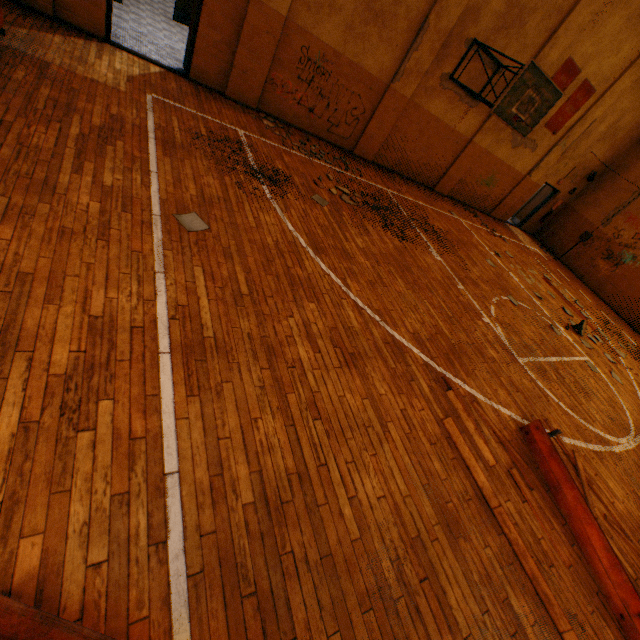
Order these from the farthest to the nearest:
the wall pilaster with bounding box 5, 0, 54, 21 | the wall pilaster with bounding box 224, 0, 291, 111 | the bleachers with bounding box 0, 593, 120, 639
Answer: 1. the wall pilaster with bounding box 224, 0, 291, 111
2. the wall pilaster with bounding box 5, 0, 54, 21
3. the bleachers with bounding box 0, 593, 120, 639

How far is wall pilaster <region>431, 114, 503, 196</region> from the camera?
10.8m

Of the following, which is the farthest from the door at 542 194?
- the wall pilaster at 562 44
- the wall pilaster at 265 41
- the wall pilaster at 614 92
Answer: the wall pilaster at 265 41

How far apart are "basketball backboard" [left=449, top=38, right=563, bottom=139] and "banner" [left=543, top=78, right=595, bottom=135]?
3.48m

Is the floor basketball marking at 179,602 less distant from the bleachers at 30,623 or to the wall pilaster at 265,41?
the bleachers at 30,623

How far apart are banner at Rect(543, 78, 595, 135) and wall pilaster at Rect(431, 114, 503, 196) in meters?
1.7 m

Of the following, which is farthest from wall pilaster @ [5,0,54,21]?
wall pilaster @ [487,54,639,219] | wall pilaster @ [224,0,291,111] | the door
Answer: the door

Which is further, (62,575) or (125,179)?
(125,179)
